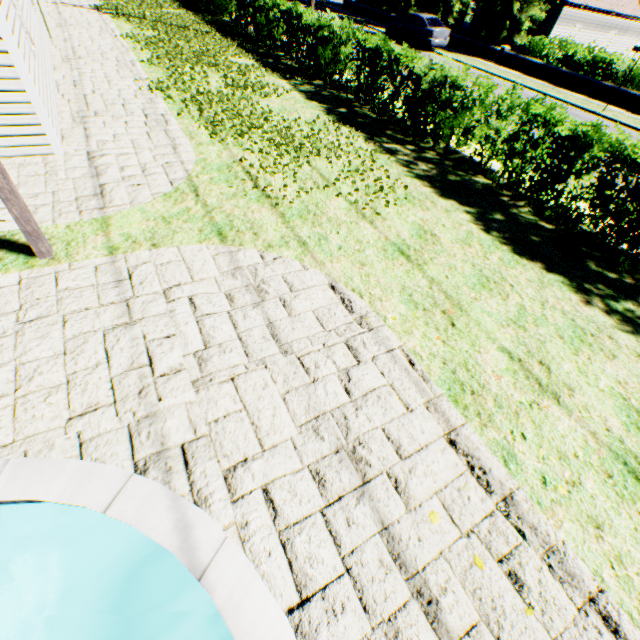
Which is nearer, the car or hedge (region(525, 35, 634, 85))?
hedge (region(525, 35, 634, 85))

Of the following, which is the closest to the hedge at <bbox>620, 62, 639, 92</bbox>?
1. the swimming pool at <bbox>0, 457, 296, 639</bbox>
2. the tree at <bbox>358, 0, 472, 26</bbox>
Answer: the tree at <bbox>358, 0, 472, 26</bbox>

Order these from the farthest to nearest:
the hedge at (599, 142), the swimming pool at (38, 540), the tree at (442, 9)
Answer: the tree at (442, 9), the hedge at (599, 142), the swimming pool at (38, 540)

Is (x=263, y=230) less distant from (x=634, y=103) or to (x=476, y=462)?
(x=476, y=462)

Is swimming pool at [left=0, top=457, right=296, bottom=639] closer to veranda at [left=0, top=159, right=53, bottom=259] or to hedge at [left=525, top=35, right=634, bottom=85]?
veranda at [left=0, top=159, right=53, bottom=259]

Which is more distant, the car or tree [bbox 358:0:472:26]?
tree [bbox 358:0:472:26]

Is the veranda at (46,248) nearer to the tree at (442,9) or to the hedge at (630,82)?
the hedge at (630,82)

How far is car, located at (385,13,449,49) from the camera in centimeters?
2062cm
